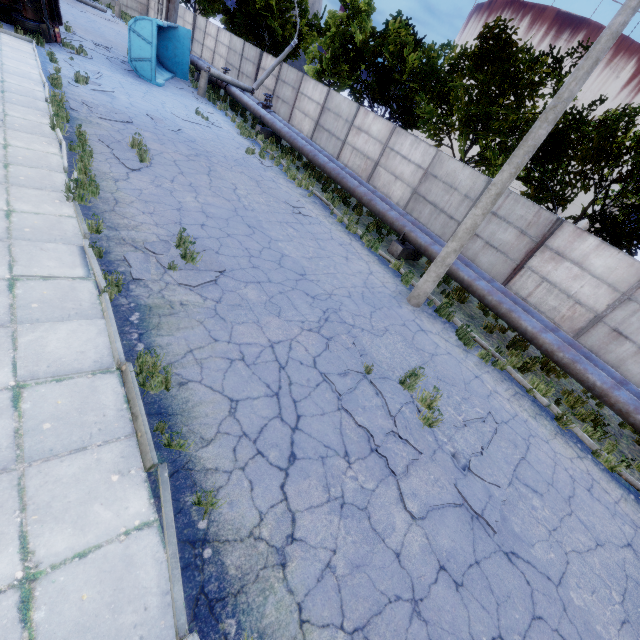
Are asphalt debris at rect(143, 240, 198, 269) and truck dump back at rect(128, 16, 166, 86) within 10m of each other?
no

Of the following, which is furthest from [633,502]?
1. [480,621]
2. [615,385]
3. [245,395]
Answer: [245,395]

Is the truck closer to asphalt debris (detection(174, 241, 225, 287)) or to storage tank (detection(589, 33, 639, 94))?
asphalt debris (detection(174, 241, 225, 287))

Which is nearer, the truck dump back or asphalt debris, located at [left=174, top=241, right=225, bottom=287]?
asphalt debris, located at [left=174, top=241, right=225, bottom=287]

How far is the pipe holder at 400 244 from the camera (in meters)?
12.12

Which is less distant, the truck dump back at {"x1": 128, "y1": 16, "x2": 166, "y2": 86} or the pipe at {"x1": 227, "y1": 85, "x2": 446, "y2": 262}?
the pipe at {"x1": 227, "y1": 85, "x2": 446, "y2": 262}

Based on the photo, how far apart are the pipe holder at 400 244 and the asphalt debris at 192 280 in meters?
7.3

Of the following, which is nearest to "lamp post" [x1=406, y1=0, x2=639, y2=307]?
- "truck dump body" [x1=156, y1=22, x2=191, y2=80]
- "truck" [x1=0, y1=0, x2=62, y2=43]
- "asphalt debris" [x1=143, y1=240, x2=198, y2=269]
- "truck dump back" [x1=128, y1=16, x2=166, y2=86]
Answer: "asphalt debris" [x1=143, y1=240, x2=198, y2=269]
